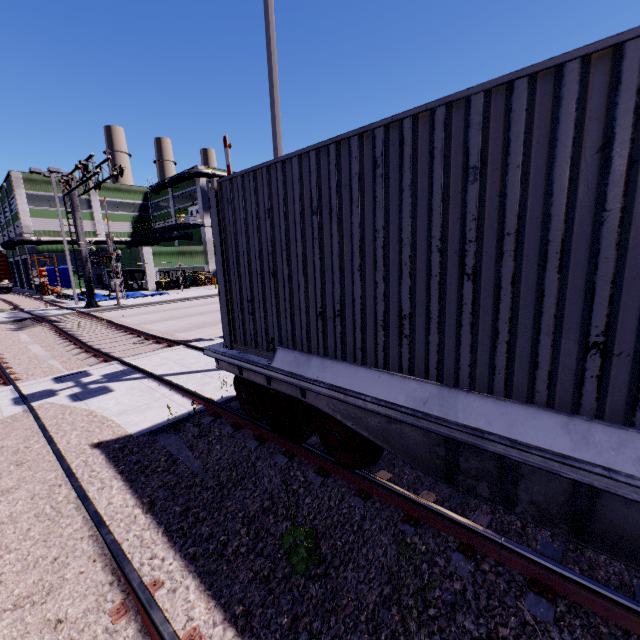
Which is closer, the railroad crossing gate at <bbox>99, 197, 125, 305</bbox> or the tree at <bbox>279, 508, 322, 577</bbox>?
the tree at <bbox>279, 508, 322, 577</bbox>

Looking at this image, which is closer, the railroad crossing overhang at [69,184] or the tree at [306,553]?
the tree at [306,553]

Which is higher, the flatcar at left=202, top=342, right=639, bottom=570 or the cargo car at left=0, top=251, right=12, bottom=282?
the cargo car at left=0, top=251, right=12, bottom=282

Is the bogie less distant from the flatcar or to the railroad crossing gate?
the flatcar

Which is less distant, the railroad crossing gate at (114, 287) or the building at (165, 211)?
the railroad crossing gate at (114, 287)

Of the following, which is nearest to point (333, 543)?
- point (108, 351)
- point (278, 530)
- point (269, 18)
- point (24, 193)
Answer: point (278, 530)

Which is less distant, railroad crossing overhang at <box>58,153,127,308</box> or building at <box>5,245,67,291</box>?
railroad crossing overhang at <box>58,153,127,308</box>

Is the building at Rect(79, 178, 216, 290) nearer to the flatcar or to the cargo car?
the cargo car
